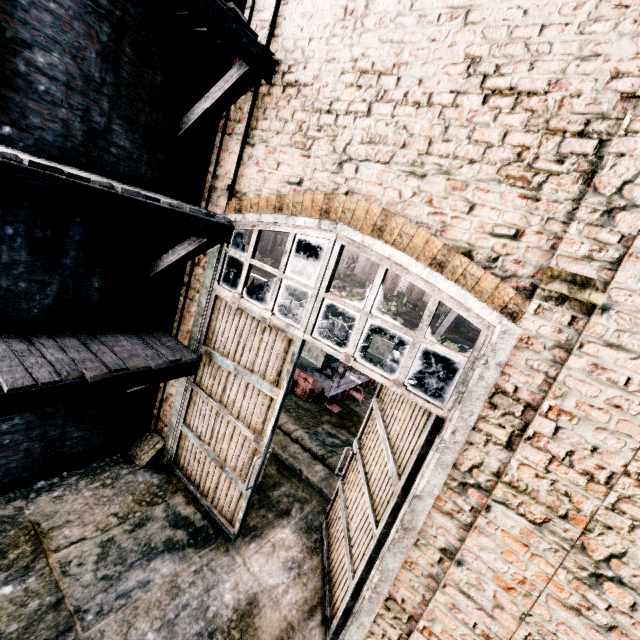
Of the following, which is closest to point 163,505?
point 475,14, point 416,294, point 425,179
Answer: point 425,179

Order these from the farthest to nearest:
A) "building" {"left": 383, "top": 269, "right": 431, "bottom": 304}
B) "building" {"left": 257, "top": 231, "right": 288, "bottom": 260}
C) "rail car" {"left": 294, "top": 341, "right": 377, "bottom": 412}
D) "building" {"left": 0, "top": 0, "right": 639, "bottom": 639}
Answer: "building" {"left": 383, "top": 269, "right": 431, "bottom": 304} → "building" {"left": 257, "top": 231, "right": 288, "bottom": 260} → "rail car" {"left": 294, "top": 341, "right": 377, "bottom": 412} → "building" {"left": 0, "top": 0, "right": 639, "bottom": 639}

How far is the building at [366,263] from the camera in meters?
55.3

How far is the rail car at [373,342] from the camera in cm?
1295

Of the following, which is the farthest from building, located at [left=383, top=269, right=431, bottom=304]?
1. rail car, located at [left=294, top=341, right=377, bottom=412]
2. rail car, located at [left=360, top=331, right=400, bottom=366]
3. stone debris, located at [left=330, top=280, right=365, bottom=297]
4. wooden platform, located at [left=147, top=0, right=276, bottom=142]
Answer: wooden platform, located at [left=147, top=0, right=276, bottom=142]

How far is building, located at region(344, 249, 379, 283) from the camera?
55.3m

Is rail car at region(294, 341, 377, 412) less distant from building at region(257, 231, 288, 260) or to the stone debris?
building at region(257, 231, 288, 260)

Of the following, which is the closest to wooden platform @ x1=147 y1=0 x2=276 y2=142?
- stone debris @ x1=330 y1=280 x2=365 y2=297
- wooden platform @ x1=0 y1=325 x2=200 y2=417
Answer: wooden platform @ x1=0 y1=325 x2=200 y2=417
